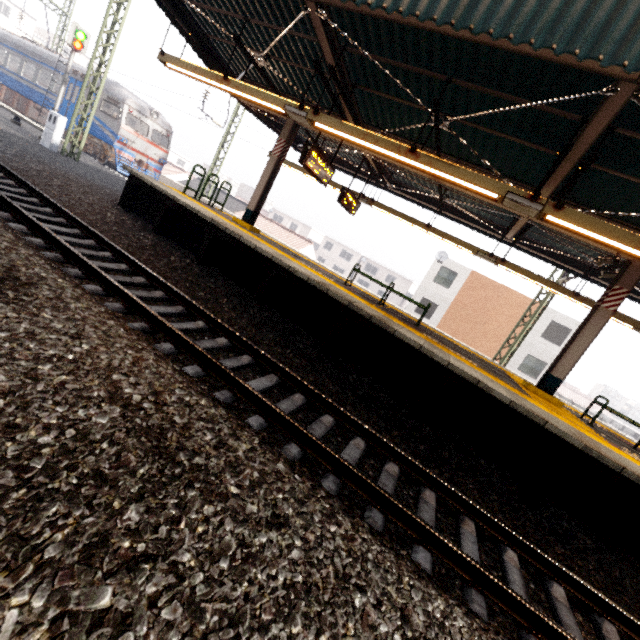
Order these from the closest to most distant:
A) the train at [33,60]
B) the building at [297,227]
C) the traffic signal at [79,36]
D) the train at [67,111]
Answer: the traffic signal at [79,36] < the train at [67,111] < the train at [33,60] < the building at [297,227]

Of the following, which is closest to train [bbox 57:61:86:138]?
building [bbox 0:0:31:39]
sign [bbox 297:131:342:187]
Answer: building [bbox 0:0:31:39]

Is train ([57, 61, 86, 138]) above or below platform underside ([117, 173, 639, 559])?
above

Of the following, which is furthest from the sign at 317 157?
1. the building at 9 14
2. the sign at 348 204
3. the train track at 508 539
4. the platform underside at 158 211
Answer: the building at 9 14

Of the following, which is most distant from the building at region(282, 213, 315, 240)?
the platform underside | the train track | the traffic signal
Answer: the train track

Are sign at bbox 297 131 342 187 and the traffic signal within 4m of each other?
no

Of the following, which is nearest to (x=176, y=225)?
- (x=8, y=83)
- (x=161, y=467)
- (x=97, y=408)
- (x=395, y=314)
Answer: (x=395, y=314)

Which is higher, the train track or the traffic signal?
the traffic signal
